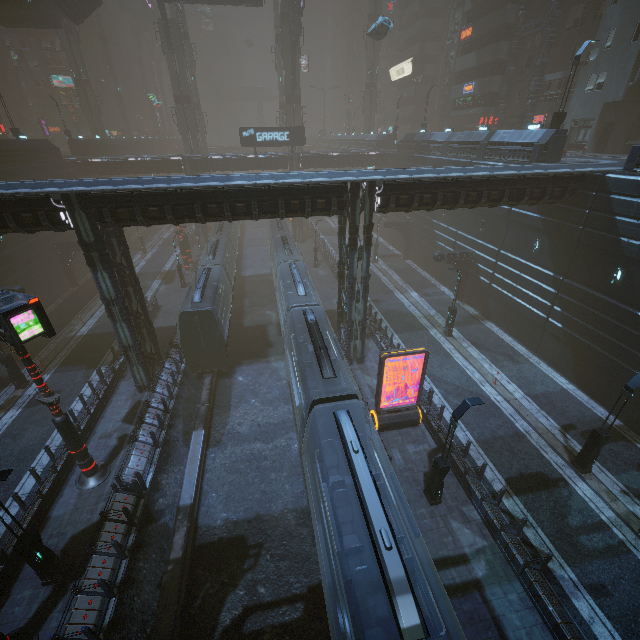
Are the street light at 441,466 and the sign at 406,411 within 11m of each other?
yes

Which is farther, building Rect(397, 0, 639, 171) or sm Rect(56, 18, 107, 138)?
sm Rect(56, 18, 107, 138)

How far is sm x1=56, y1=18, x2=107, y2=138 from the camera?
47.1 meters

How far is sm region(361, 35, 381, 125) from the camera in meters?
54.3

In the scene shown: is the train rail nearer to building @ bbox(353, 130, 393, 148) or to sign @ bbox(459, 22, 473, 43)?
building @ bbox(353, 130, 393, 148)

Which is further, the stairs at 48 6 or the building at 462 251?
the stairs at 48 6

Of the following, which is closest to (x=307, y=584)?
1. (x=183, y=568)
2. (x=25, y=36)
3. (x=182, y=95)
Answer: (x=183, y=568)

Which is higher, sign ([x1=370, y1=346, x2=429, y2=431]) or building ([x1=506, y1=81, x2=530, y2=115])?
building ([x1=506, y1=81, x2=530, y2=115])
